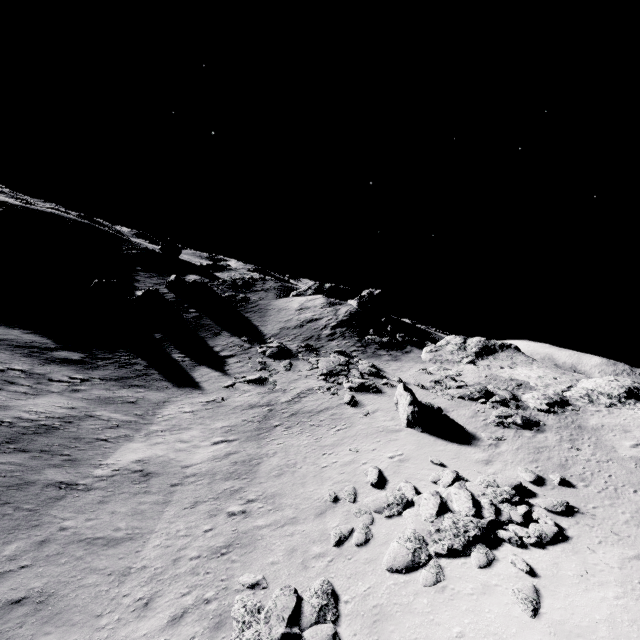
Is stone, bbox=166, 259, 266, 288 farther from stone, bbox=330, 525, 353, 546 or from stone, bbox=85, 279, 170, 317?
stone, bbox=330, 525, 353, 546

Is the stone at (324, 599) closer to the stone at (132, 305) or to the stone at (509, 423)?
the stone at (509, 423)

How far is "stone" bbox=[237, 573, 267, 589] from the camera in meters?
9.9

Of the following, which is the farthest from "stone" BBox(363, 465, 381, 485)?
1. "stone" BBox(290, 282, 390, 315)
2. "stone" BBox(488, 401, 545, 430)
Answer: "stone" BBox(290, 282, 390, 315)

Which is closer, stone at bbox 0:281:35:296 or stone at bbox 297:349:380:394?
stone at bbox 297:349:380:394

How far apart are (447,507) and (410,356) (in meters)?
19.79

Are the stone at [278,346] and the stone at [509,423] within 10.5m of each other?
no

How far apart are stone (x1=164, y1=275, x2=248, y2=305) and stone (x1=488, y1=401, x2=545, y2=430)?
34.0 meters
